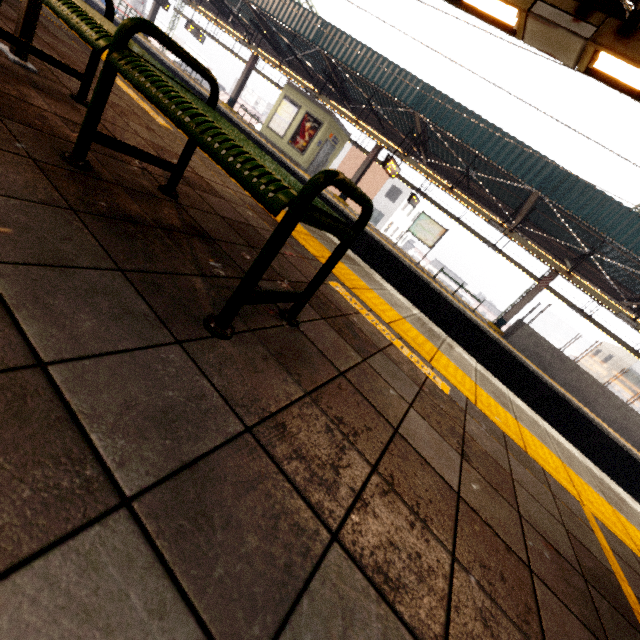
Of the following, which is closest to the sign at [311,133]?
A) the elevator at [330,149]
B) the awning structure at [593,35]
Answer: the elevator at [330,149]

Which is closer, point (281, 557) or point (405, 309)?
point (281, 557)

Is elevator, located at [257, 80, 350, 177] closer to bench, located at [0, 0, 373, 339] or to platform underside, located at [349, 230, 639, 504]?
platform underside, located at [349, 230, 639, 504]

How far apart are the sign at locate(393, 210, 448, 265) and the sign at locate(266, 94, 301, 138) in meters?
8.0 m

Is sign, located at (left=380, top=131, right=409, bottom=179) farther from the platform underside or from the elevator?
the elevator

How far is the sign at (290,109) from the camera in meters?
16.3

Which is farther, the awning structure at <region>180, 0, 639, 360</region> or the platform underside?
the platform underside

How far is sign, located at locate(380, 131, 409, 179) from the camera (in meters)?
12.36
